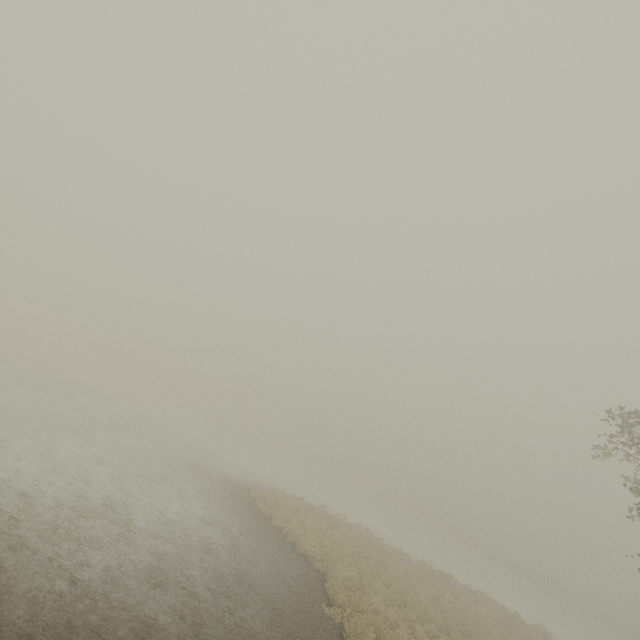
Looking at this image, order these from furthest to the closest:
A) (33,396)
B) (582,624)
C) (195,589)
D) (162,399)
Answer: (162,399), (582,624), (33,396), (195,589)
